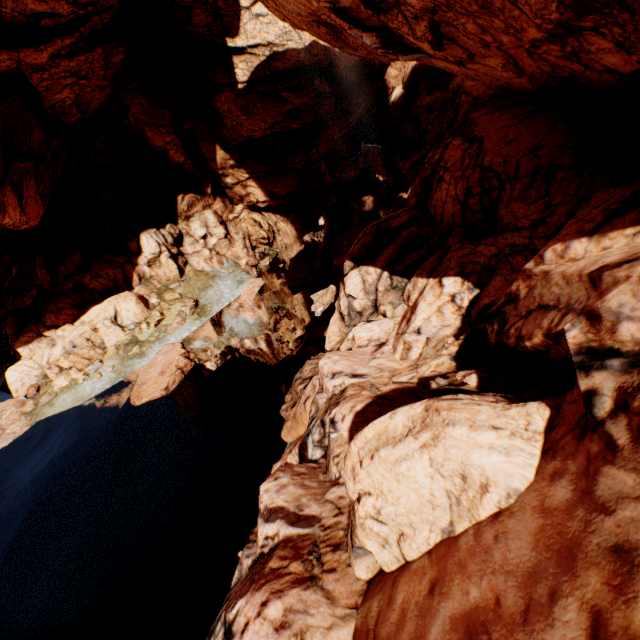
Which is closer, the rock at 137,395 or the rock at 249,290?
the rock at 137,395

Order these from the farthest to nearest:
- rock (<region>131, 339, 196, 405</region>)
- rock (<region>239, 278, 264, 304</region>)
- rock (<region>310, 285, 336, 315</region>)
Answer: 1. rock (<region>239, 278, 264, 304</region>)
2. rock (<region>310, 285, 336, 315</region>)
3. rock (<region>131, 339, 196, 405</region>)

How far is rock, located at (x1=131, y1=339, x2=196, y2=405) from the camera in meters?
19.5 m

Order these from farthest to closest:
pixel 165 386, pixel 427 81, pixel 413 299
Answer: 1. pixel 427 81
2. pixel 165 386
3. pixel 413 299
